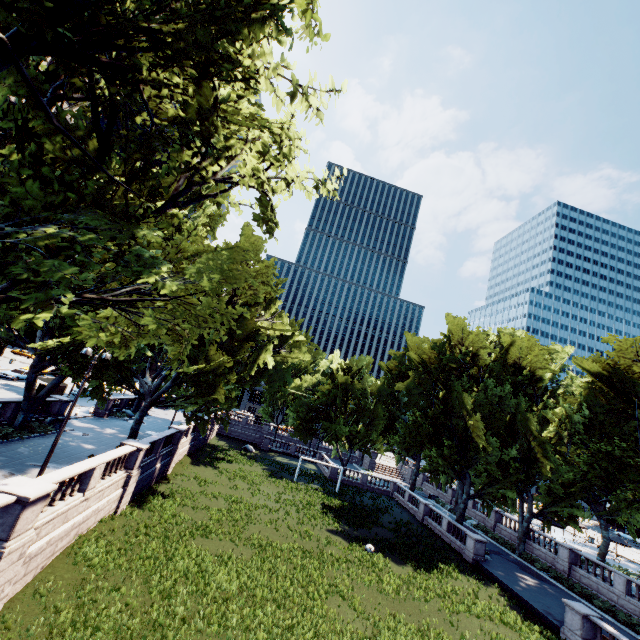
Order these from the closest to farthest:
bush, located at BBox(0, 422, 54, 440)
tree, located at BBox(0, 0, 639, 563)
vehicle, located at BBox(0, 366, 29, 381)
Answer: tree, located at BBox(0, 0, 639, 563), bush, located at BBox(0, 422, 54, 440), vehicle, located at BBox(0, 366, 29, 381)

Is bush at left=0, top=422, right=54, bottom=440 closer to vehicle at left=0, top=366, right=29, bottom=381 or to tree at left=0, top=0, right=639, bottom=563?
tree at left=0, top=0, right=639, bottom=563

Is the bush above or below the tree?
below

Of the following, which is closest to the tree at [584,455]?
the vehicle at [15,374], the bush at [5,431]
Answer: the bush at [5,431]

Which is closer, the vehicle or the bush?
the bush

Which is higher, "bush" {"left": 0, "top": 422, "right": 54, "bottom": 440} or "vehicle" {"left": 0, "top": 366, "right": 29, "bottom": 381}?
"vehicle" {"left": 0, "top": 366, "right": 29, "bottom": 381}

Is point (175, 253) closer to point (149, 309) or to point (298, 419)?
point (149, 309)
